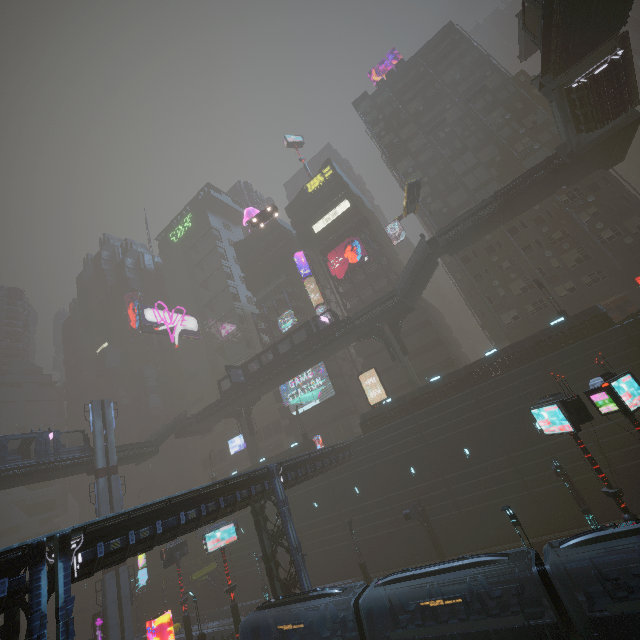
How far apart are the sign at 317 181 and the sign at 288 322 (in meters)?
20.98

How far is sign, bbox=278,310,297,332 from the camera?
53.31m

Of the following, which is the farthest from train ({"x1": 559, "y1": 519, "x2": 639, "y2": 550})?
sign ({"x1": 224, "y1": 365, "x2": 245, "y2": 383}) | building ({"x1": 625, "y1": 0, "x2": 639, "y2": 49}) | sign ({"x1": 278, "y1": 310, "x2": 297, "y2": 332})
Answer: sign ({"x1": 278, "y1": 310, "x2": 297, "y2": 332})

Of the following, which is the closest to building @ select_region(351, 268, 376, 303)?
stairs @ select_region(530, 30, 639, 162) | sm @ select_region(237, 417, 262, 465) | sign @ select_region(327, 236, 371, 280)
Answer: sm @ select_region(237, 417, 262, 465)

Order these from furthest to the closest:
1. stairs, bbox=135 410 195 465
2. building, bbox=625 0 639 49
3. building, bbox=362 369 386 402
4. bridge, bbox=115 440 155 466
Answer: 1. building, bbox=625 0 639 49
2. building, bbox=362 369 386 402
3. stairs, bbox=135 410 195 465
4. bridge, bbox=115 440 155 466

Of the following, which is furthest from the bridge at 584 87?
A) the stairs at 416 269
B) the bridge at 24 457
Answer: the bridge at 24 457

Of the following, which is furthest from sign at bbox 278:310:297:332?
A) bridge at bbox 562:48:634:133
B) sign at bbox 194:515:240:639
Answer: bridge at bbox 562:48:634:133

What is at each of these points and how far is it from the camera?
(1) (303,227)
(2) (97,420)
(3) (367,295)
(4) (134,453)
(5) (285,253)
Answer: (1) building, 57.6m
(2) sm, 37.9m
(3) building, 50.0m
(4) bridge, 40.7m
(5) building, 58.9m
